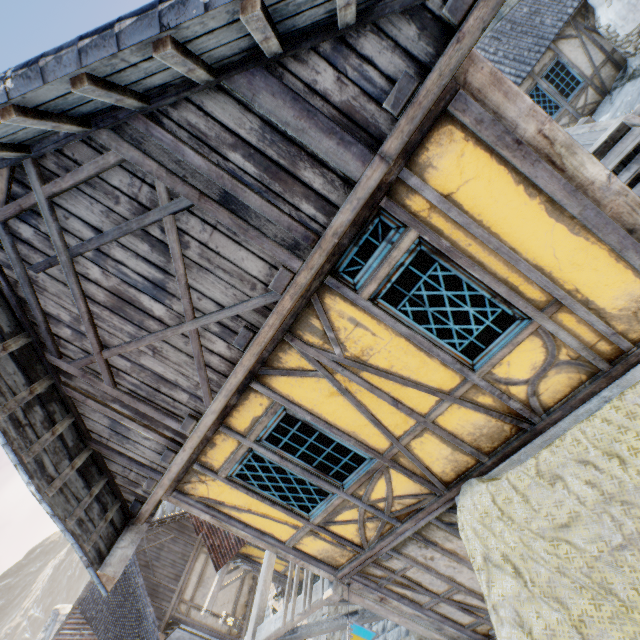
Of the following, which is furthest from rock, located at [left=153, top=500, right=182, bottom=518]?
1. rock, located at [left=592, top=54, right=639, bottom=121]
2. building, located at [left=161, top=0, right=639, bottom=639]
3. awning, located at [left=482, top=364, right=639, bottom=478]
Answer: awning, located at [left=482, top=364, right=639, bottom=478]

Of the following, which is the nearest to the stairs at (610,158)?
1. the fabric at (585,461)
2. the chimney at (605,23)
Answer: the fabric at (585,461)

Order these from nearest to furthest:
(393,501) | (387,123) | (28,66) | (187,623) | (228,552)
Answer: (28,66) < (387,123) < (393,501) < (228,552) < (187,623)

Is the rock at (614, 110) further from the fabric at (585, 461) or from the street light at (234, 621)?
the street light at (234, 621)

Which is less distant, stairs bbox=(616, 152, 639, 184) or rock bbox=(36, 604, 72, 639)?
stairs bbox=(616, 152, 639, 184)

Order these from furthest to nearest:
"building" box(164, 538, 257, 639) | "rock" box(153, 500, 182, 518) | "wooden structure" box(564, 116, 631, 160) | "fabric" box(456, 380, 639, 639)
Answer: "rock" box(153, 500, 182, 518) → "building" box(164, 538, 257, 639) → "wooden structure" box(564, 116, 631, 160) → "fabric" box(456, 380, 639, 639)

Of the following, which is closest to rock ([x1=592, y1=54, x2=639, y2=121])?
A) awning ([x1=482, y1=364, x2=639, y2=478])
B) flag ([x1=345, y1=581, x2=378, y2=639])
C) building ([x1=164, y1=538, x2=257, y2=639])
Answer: awning ([x1=482, y1=364, x2=639, y2=478])

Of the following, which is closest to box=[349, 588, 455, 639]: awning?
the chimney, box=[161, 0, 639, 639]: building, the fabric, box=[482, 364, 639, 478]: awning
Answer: box=[161, 0, 639, 639]: building
